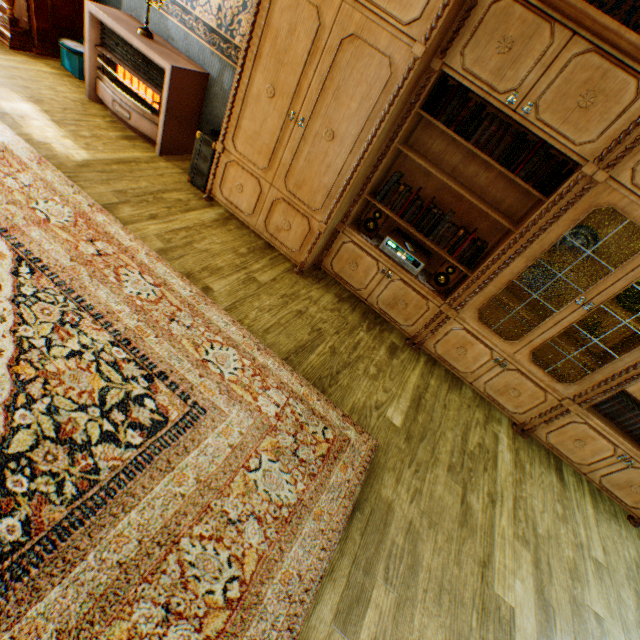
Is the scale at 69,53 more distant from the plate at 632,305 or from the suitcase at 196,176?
the plate at 632,305

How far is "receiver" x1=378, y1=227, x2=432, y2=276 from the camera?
3.0m

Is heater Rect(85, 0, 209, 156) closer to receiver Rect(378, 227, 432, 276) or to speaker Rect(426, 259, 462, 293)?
receiver Rect(378, 227, 432, 276)

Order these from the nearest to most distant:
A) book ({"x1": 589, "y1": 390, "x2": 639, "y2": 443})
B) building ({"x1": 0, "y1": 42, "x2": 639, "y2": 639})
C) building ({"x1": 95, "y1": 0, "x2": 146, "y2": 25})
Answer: building ({"x1": 0, "y1": 42, "x2": 639, "y2": 639}) → book ({"x1": 589, "y1": 390, "x2": 639, "y2": 443}) → building ({"x1": 95, "y1": 0, "x2": 146, "y2": 25})

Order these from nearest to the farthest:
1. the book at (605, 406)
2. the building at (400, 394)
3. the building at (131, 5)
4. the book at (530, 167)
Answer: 1. the building at (400, 394)
2. the book at (530, 167)
3. the book at (605, 406)
4. the building at (131, 5)

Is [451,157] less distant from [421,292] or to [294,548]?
[421,292]

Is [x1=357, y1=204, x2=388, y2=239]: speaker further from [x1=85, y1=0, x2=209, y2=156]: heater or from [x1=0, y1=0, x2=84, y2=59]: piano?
[x1=0, y1=0, x2=84, y2=59]: piano

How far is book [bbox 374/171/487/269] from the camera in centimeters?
283cm
